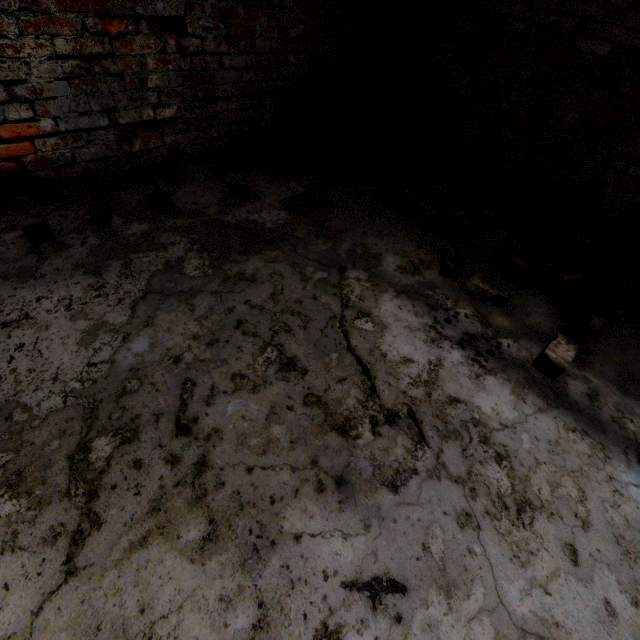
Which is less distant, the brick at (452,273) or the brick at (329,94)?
the brick at (452,273)

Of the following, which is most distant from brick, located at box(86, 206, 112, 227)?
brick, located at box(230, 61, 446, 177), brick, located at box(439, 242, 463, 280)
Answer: brick, located at box(439, 242, 463, 280)

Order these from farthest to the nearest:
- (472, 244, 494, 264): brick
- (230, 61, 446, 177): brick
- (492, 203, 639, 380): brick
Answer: (230, 61, 446, 177): brick
(472, 244, 494, 264): brick
(492, 203, 639, 380): brick

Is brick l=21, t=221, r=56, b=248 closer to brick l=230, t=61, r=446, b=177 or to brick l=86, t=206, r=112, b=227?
brick l=86, t=206, r=112, b=227

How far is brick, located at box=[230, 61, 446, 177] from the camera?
3.0 meters

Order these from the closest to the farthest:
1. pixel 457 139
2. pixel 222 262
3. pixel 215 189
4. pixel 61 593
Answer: pixel 61 593
pixel 222 262
pixel 215 189
pixel 457 139

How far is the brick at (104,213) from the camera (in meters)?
1.97

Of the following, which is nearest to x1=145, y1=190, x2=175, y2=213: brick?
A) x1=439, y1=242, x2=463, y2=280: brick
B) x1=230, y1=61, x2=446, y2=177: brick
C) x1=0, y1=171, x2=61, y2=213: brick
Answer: x1=0, y1=171, x2=61, y2=213: brick
